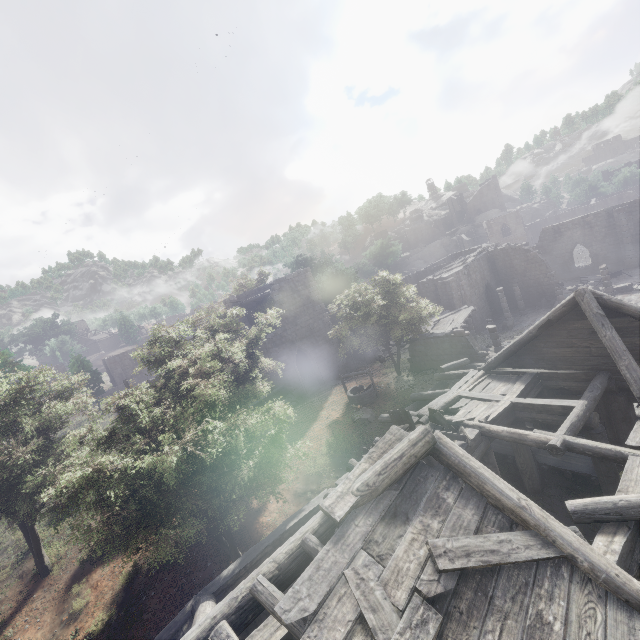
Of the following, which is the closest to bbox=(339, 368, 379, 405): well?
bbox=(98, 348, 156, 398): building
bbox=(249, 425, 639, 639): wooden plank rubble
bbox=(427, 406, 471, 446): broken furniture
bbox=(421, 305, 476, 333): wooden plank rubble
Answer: bbox=(421, 305, 476, 333): wooden plank rubble

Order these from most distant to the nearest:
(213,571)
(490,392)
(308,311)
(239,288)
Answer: (239,288) → (308,311) → (490,392) → (213,571)

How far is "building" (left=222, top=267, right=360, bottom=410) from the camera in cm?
2539

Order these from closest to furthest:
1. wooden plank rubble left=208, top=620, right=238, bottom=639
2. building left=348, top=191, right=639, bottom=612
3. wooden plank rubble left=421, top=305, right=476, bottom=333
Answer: wooden plank rubble left=208, top=620, right=238, bottom=639
building left=348, top=191, right=639, bottom=612
wooden plank rubble left=421, top=305, right=476, bottom=333

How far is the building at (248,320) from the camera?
27.50m

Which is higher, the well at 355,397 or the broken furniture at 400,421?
the broken furniture at 400,421

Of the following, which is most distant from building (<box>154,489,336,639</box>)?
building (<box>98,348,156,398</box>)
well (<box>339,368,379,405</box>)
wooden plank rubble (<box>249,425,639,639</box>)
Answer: building (<box>98,348,156,398</box>)
